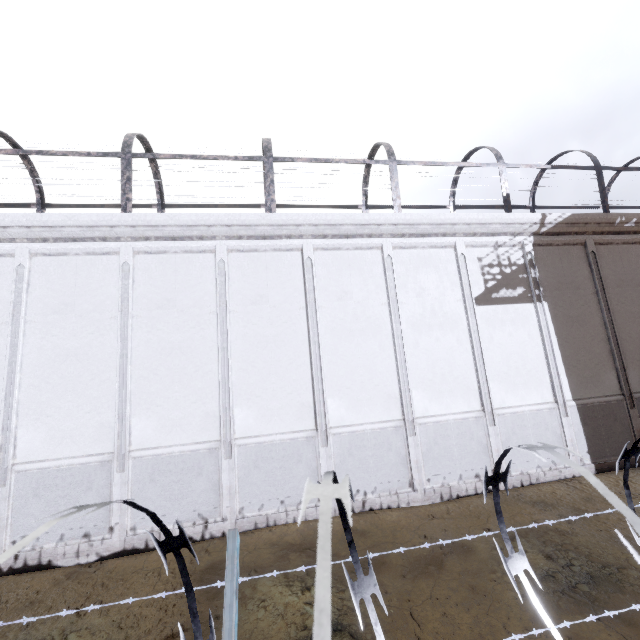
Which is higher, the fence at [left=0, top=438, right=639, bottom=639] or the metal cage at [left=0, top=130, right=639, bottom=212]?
the metal cage at [left=0, top=130, right=639, bottom=212]

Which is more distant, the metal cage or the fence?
the metal cage

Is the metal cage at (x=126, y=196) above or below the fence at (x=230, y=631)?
above

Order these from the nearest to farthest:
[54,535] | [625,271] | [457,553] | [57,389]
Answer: [457,553]
[54,535]
[57,389]
[625,271]

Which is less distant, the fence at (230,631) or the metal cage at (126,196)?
the fence at (230,631)
